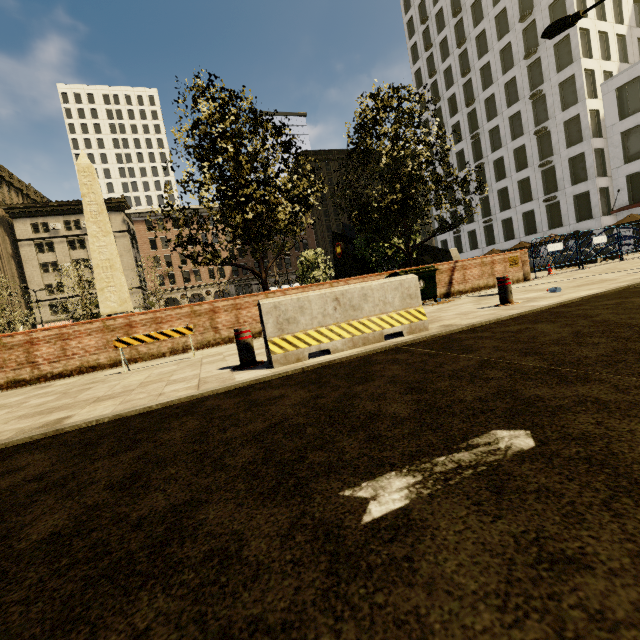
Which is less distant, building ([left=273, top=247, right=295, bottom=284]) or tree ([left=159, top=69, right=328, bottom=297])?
tree ([left=159, top=69, right=328, bottom=297])

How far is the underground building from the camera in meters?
29.7

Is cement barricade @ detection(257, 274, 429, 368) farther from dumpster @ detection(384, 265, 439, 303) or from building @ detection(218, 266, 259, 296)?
building @ detection(218, 266, 259, 296)

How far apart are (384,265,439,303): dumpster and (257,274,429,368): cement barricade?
4.4 meters

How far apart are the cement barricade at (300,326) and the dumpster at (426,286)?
4.40m

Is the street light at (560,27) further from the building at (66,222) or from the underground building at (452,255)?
the underground building at (452,255)

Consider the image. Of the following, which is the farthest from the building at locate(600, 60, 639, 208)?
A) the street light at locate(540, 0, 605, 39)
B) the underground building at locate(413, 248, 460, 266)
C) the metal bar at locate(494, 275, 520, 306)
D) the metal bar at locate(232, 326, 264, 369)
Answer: the metal bar at locate(232, 326, 264, 369)

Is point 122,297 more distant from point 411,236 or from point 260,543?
point 260,543
